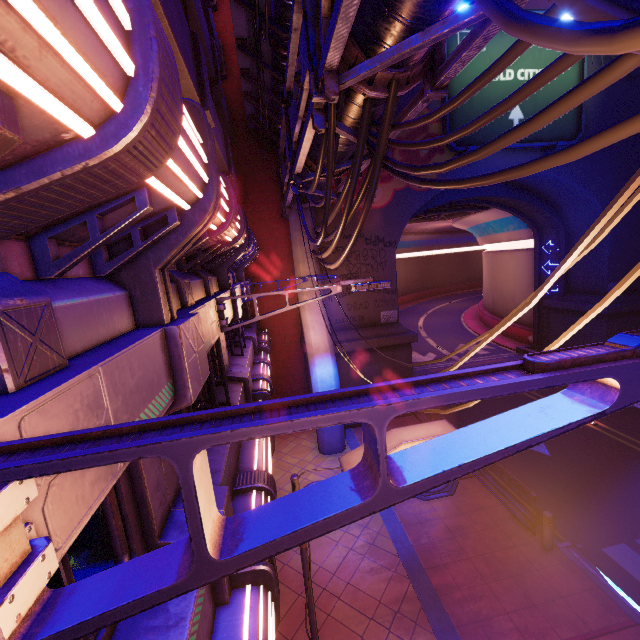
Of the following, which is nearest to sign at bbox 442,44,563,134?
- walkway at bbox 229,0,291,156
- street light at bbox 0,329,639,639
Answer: walkway at bbox 229,0,291,156

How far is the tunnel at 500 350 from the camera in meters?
22.8 m

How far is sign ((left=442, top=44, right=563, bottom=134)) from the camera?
15.6 meters

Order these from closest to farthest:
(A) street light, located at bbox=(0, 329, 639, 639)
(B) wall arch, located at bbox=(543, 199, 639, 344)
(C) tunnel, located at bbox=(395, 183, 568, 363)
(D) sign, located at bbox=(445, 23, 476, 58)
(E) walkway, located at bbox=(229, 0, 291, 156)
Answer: (A) street light, located at bbox=(0, 329, 639, 639) → (E) walkway, located at bbox=(229, 0, 291, 156) → (D) sign, located at bbox=(445, 23, 476, 58) → (B) wall arch, located at bbox=(543, 199, 639, 344) → (C) tunnel, located at bbox=(395, 183, 568, 363)

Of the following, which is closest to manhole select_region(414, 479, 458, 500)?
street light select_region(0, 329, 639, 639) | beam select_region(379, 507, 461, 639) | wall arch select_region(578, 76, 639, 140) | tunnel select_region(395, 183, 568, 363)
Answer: beam select_region(379, 507, 461, 639)

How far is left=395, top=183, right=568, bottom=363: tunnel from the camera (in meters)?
20.80

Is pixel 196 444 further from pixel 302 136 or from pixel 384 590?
pixel 384 590

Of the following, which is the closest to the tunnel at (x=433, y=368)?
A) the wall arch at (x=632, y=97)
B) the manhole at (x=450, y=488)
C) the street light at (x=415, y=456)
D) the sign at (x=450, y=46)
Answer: the wall arch at (x=632, y=97)
